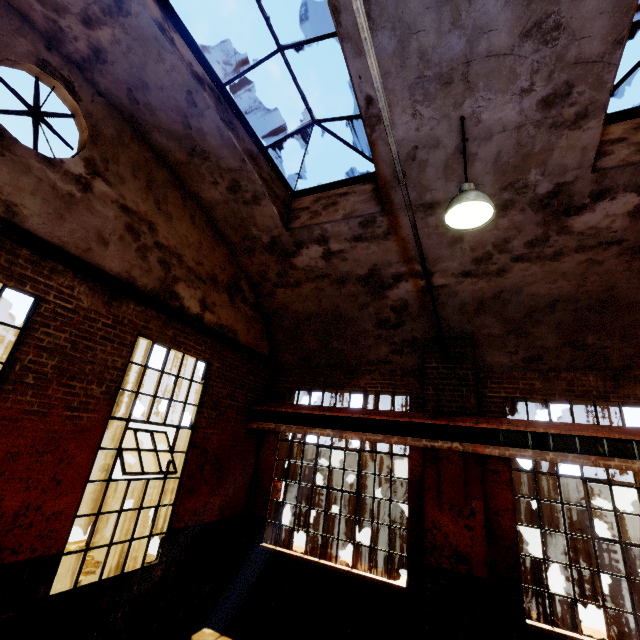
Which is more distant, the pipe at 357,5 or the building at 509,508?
the building at 509,508

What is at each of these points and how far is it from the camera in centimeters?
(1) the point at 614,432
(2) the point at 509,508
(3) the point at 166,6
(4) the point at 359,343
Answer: (1) crane rail, 499cm
(2) building, 566cm
(3) window frame, 408cm
(4) building, 764cm

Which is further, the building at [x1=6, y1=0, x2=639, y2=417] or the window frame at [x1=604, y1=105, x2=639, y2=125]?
the window frame at [x1=604, y1=105, x2=639, y2=125]

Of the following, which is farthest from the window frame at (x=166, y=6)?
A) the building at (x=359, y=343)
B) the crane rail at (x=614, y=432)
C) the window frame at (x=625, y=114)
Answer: the crane rail at (x=614, y=432)

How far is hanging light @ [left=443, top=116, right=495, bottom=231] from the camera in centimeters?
355cm

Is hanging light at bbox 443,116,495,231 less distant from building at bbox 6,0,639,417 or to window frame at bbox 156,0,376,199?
building at bbox 6,0,639,417

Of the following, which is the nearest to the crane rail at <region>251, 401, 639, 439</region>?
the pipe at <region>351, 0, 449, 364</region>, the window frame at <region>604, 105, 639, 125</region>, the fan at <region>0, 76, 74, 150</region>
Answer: the pipe at <region>351, 0, 449, 364</region>

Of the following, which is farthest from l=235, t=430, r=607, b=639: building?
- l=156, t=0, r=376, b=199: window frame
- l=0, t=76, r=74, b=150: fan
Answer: l=0, t=76, r=74, b=150: fan
